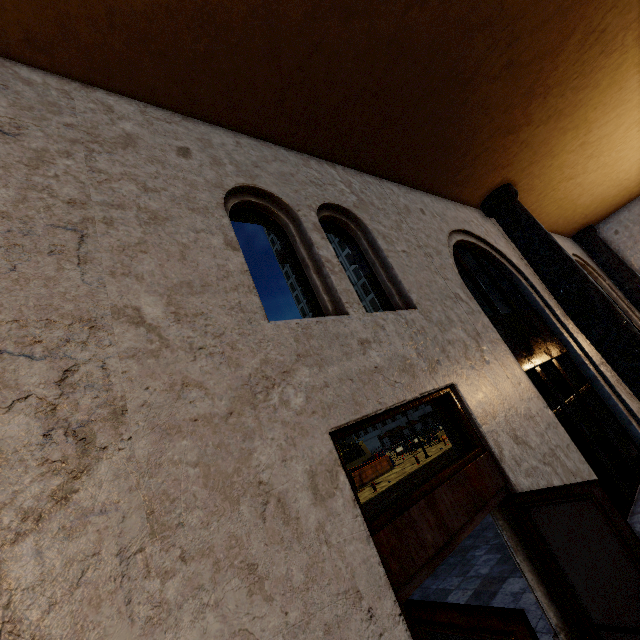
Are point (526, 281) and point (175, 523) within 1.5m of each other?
no

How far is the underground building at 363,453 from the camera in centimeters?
4304cm

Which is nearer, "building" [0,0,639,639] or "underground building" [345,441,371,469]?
"building" [0,0,639,639]

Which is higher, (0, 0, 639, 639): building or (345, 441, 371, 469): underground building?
(0, 0, 639, 639): building

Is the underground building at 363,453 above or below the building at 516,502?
below

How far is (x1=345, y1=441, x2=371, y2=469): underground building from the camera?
43.0m
